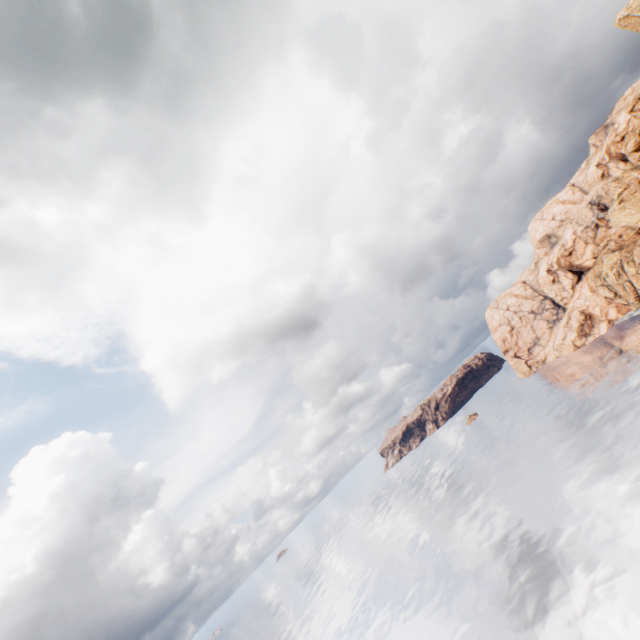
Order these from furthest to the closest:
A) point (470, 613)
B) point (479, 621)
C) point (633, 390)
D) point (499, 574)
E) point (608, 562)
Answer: point (633, 390)
point (499, 574)
point (470, 613)
point (479, 621)
point (608, 562)
